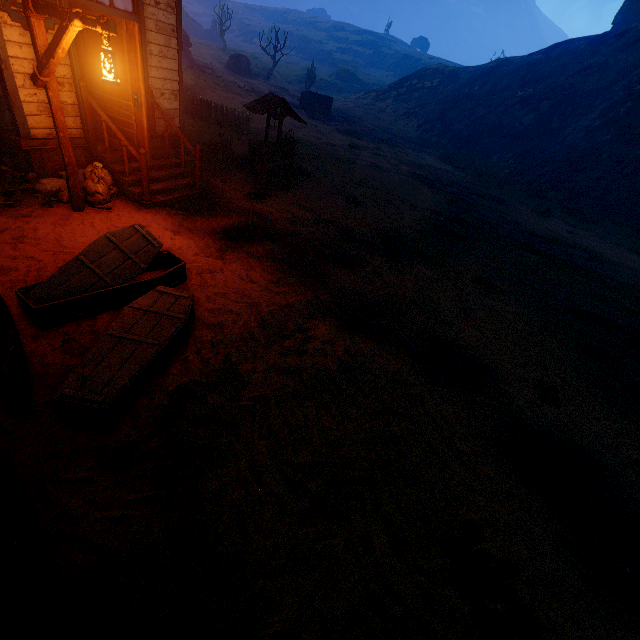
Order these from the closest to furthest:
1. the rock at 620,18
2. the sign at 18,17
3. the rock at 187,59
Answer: the sign at 18,17
the rock at 187,59
the rock at 620,18

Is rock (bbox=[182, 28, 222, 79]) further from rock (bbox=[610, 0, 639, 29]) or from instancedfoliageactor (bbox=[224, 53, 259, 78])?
rock (bbox=[610, 0, 639, 29])

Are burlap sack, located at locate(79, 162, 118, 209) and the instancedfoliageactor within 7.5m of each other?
no

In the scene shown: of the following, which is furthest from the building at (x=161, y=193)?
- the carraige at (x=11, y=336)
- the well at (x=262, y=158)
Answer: the carraige at (x=11, y=336)

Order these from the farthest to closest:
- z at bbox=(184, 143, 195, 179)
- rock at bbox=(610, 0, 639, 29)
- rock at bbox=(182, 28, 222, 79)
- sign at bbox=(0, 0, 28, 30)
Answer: rock at bbox=(610, 0, 639, 29) → rock at bbox=(182, 28, 222, 79) → z at bbox=(184, 143, 195, 179) → sign at bbox=(0, 0, 28, 30)

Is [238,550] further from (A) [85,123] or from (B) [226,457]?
(A) [85,123]

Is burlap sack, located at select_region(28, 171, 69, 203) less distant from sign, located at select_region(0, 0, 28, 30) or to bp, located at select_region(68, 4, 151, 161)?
bp, located at select_region(68, 4, 151, 161)

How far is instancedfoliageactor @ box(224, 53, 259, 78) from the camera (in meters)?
40.84
